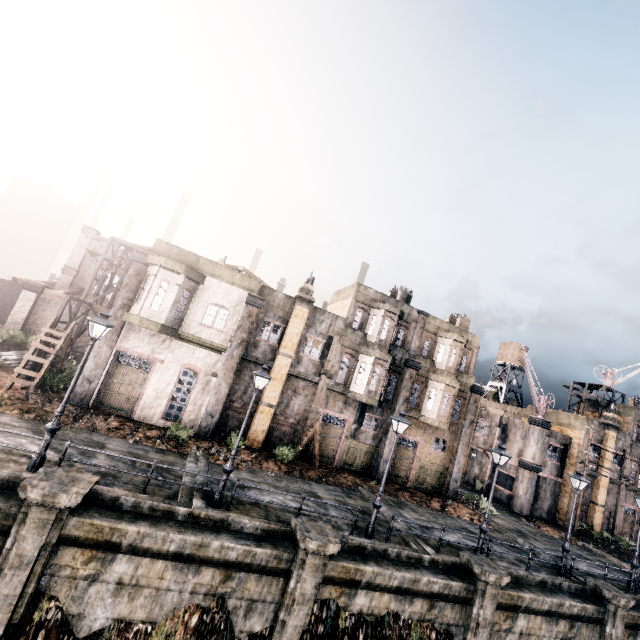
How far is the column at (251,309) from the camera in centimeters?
1992cm

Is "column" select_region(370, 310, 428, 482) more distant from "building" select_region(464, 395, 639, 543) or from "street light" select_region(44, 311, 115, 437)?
"street light" select_region(44, 311, 115, 437)

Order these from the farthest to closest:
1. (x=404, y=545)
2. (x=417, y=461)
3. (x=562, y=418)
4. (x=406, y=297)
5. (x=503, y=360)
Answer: (x=503, y=360) < (x=562, y=418) < (x=406, y=297) < (x=417, y=461) < (x=404, y=545)

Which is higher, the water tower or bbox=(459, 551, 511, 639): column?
the water tower

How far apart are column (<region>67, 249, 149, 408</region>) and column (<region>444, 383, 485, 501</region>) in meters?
26.3

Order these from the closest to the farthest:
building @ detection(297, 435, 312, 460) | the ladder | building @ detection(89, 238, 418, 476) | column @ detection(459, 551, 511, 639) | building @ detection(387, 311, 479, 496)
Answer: column @ detection(459, 551, 511, 639) → the ladder → building @ detection(89, 238, 418, 476) → building @ detection(297, 435, 312, 460) → building @ detection(387, 311, 479, 496)

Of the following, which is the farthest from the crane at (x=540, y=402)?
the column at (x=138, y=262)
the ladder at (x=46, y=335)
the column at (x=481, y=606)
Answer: the ladder at (x=46, y=335)

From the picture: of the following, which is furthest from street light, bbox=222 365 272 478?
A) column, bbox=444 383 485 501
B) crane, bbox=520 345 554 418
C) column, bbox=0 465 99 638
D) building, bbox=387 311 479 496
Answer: crane, bbox=520 345 554 418
